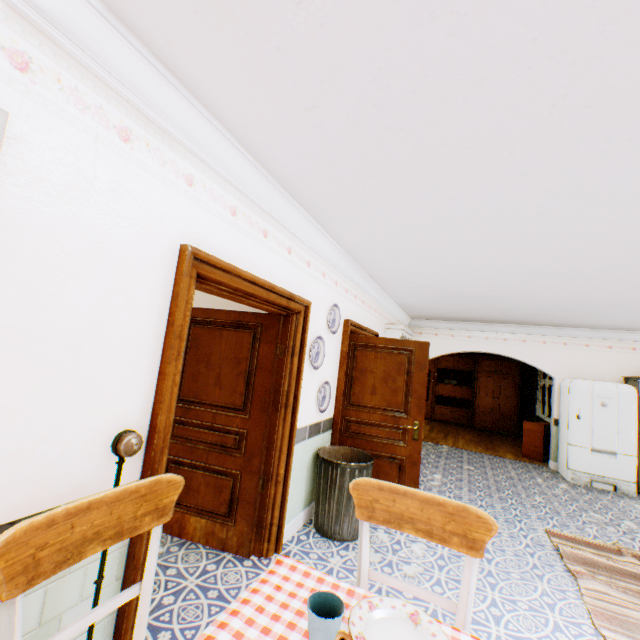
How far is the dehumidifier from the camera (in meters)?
7.73

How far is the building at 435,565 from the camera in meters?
2.9 m

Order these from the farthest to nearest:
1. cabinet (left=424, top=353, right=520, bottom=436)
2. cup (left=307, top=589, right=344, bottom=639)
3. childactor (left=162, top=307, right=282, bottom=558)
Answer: cabinet (left=424, top=353, right=520, bottom=436) → childactor (left=162, top=307, right=282, bottom=558) → cup (left=307, top=589, right=344, bottom=639)

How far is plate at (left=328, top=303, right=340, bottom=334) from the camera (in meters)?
3.92

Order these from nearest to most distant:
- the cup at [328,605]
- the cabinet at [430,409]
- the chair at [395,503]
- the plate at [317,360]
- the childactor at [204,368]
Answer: the cup at [328,605] → the chair at [395,503] → the childactor at [204,368] → the plate at [317,360] → the cabinet at [430,409]

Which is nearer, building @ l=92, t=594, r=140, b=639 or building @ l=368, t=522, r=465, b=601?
building @ l=92, t=594, r=140, b=639

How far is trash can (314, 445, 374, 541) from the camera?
3.35m

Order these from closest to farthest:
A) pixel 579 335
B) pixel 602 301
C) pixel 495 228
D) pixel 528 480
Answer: pixel 495 228, pixel 602 301, pixel 528 480, pixel 579 335
